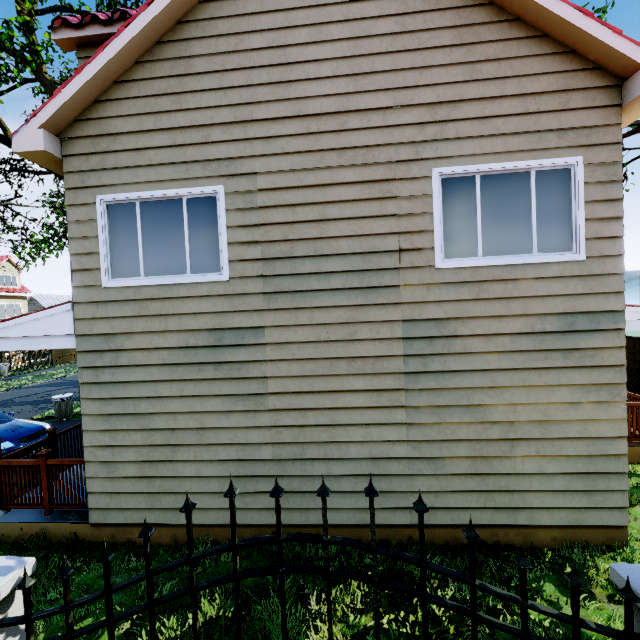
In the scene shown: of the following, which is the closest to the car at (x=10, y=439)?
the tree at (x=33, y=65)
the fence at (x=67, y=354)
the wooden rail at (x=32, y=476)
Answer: the fence at (x=67, y=354)

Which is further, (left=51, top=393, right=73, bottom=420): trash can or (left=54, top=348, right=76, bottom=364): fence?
(left=54, top=348, right=76, bottom=364): fence

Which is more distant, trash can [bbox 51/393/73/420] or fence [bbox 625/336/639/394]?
trash can [bbox 51/393/73/420]

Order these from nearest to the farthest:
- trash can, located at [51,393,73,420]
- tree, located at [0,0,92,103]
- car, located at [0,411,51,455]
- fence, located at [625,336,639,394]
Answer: car, located at [0,411,51,455] < tree, located at [0,0,92,103] < fence, located at [625,336,639,394] < trash can, located at [51,393,73,420]

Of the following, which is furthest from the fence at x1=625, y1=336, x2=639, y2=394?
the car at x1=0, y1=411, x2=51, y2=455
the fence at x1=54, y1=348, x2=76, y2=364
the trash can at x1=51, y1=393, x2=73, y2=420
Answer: the trash can at x1=51, y1=393, x2=73, y2=420

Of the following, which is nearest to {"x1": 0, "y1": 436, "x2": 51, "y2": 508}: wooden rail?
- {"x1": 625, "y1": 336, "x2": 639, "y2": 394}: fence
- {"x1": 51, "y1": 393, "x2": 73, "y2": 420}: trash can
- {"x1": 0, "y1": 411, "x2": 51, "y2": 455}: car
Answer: {"x1": 0, "y1": 411, "x2": 51, "y2": 455}: car

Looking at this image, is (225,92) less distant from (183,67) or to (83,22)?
(183,67)

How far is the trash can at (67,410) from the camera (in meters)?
11.97
